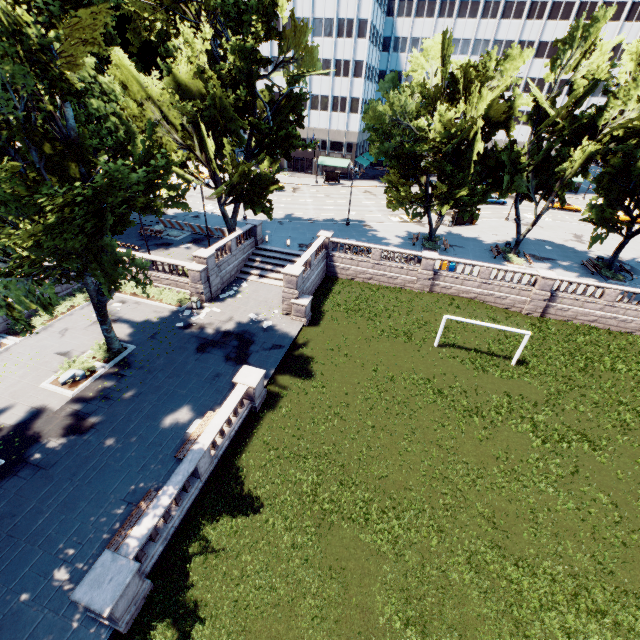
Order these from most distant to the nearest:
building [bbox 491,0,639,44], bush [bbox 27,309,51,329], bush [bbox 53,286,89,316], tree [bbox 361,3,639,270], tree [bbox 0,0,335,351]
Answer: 1. building [bbox 491,0,639,44]
2. tree [bbox 361,3,639,270]
3. bush [bbox 53,286,89,316]
4. bush [bbox 27,309,51,329]
5. tree [bbox 0,0,335,351]

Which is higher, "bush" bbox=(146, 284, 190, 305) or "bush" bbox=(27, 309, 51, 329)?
"bush" bbox=(146, 284, 190, 305)

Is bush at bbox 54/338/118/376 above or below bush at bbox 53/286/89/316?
below

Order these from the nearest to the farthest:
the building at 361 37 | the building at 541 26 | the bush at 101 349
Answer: the bush at 101 349, the building at 361 37, the building at 541 26

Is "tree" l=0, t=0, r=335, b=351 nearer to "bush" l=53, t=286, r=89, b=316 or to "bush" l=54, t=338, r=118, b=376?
"bush" l=54, t=338, r=118, b=376

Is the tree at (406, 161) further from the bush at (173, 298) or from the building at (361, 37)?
the bush at (173, 298)

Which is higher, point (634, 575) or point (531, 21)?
point (531, 21)
